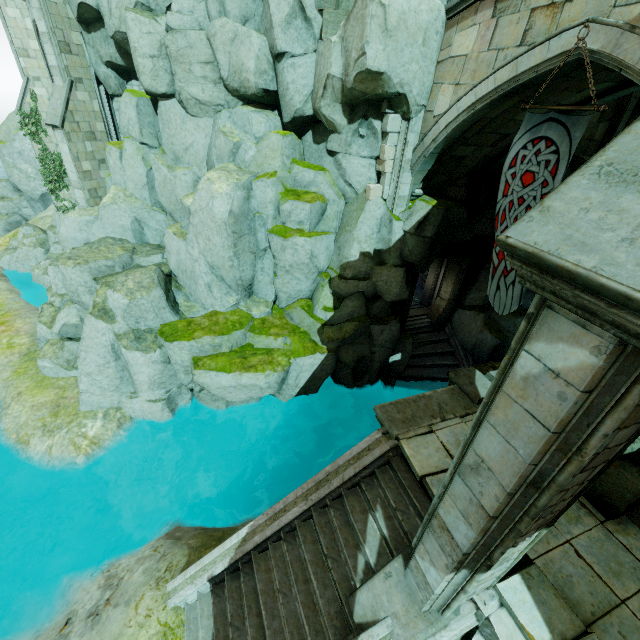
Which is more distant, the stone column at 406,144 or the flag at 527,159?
the stone column at 406,144

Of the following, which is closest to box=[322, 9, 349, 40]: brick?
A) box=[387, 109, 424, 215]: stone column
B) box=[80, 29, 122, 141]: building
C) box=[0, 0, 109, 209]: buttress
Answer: box=[387, 109, 424, 215]: stone column

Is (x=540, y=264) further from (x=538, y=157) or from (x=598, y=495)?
(x=538, y=157)

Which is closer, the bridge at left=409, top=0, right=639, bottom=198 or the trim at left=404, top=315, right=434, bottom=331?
the bridge at left=409, top=0, right=639, bottom=198

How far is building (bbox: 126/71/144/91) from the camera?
14.8 meters

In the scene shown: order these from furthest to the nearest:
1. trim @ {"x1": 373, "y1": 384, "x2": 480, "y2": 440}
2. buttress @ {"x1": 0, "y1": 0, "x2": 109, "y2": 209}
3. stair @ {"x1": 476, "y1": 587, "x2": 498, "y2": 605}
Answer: buttress @ {"x1": 0, "y1": 0, "x2": 109, "y2": 209}
trim @ {"x1": 373, "y1": 384, "x2": 480, "y2": 440}
stair @ {"x1": 476, "y1": 587, "x2": 498, "y2": 605}

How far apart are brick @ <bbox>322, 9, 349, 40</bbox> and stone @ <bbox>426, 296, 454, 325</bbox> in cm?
1081

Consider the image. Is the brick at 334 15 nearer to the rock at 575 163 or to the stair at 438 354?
the rock at 575 163
